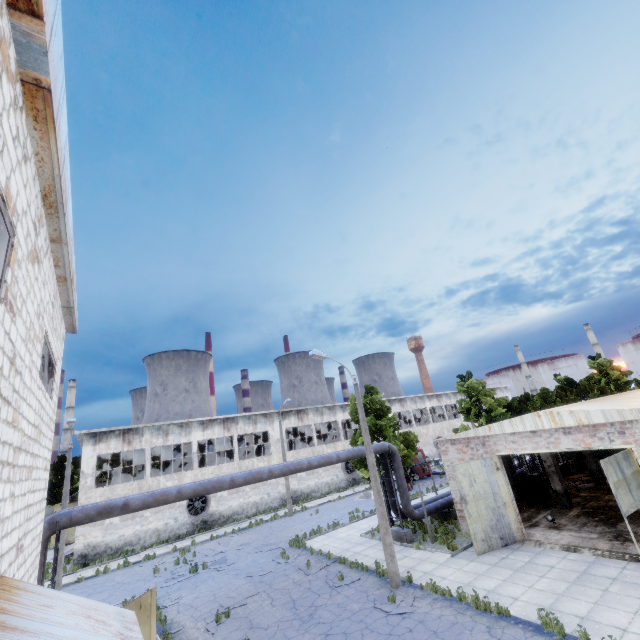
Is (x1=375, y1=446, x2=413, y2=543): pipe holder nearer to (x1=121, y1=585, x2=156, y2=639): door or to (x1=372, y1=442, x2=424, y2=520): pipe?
(x1=372, y1=442, x2=424, y2=520): pipe

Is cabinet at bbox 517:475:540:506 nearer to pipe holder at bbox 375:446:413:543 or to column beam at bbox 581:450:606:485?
column beam at bbox 581:450:606:485

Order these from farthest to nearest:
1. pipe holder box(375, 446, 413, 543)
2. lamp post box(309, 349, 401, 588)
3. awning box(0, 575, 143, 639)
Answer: pipe holder box(375, 446, 413, 543), lamp post box(309, 349, 401, 588), awning box(0, 575, 143, 639)

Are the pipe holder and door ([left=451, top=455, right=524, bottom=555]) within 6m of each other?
yes

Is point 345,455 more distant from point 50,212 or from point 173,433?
point 173,433

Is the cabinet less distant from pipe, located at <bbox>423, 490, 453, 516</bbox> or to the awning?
pipe, located at <bbox>423, 490, 453, 516</bbox>

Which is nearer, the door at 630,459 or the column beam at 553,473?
the door at 630,459

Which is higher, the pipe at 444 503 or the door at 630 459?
the door at 630 459
